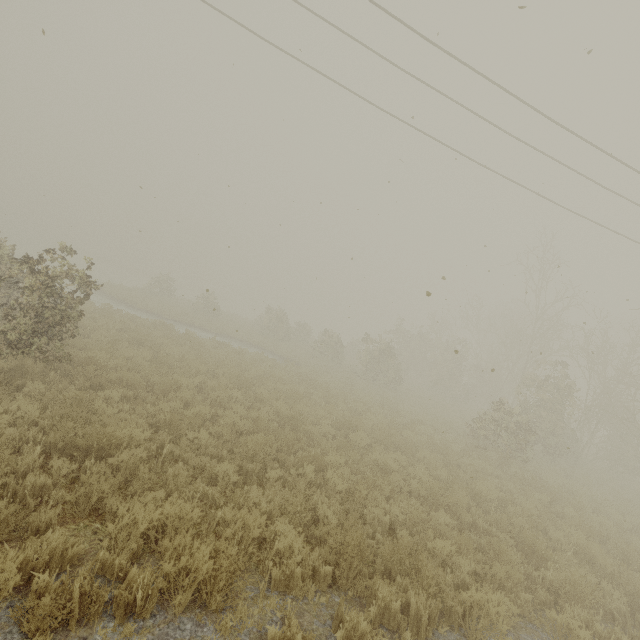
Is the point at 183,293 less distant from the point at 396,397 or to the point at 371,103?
the point at 396,397
